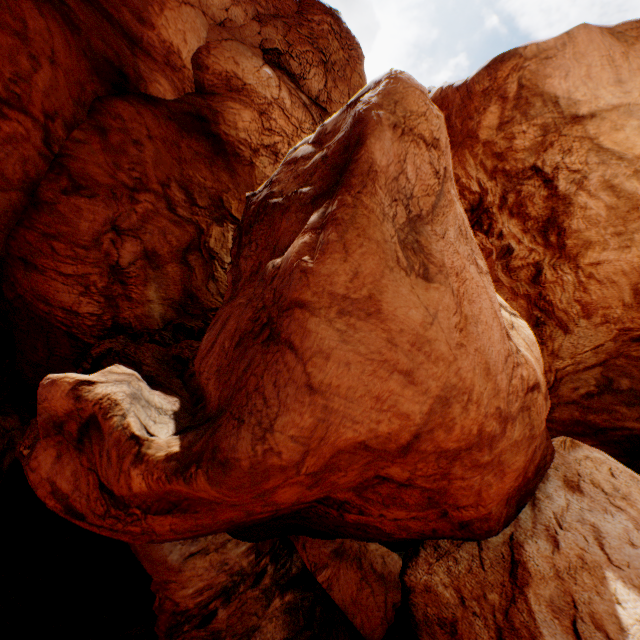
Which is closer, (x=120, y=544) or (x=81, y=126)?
(x=81, y=126)
